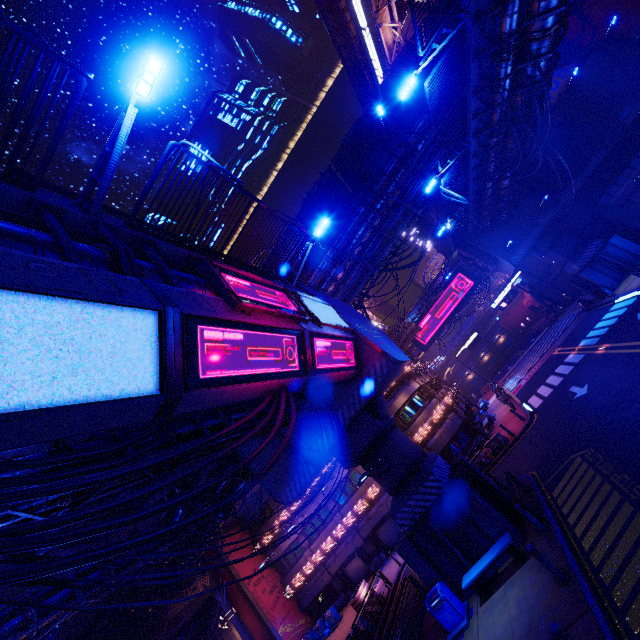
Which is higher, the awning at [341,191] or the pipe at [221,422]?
the awning at [341,191]

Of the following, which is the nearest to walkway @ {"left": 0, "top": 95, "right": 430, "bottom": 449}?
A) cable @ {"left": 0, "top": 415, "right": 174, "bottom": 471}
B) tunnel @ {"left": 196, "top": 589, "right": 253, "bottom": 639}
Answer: cable @ {"left": 0, "top": 415, "right": 174, "bottom": 471}

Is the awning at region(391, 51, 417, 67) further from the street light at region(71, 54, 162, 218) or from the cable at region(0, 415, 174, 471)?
the street light at region(71, 54, 162, 218)

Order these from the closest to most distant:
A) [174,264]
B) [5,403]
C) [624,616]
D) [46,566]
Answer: [46,566], [5,403], [624,616], [174,264]

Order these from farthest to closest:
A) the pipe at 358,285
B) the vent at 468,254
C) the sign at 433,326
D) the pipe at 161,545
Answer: the sign at 433,326, the vent at 468,254, the pipe at 358,285, the pipe at 161,545

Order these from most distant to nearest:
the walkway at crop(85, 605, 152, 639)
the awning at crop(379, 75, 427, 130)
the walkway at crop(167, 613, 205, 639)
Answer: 1. the walkway at crop(167, 613, 205, 639)
2. the walkway at crop(85, 605, 152, 639)
3. the awning at crop(379, 75, 427, 130)

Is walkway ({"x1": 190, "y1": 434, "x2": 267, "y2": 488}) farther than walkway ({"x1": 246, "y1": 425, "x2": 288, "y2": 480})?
Yes

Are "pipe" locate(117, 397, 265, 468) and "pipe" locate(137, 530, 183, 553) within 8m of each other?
yes
